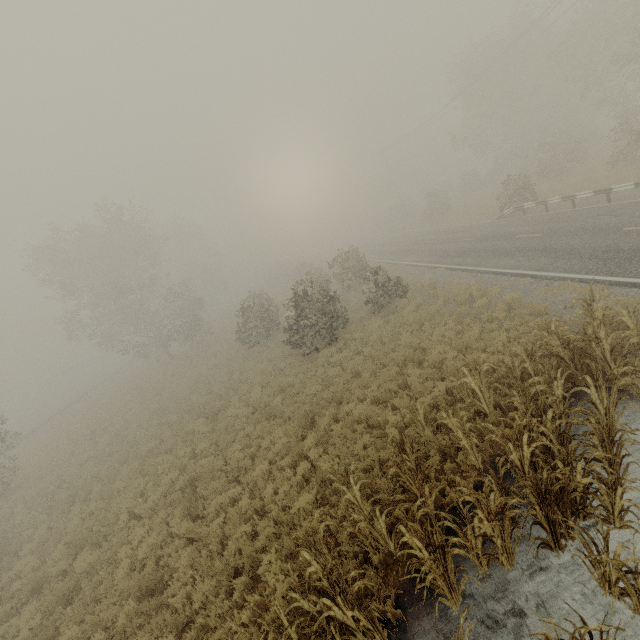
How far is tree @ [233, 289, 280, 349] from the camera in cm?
2447

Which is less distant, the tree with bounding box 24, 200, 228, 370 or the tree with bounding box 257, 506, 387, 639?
the tree with bounding box 257, 506, 387, 639

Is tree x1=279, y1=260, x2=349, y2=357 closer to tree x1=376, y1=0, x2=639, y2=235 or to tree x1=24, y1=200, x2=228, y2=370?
tree x1=376, y1=0, x2=639, y2=235

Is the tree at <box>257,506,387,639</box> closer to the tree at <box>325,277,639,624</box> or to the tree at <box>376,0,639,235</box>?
the tree at <box>325,277,639,624</box>

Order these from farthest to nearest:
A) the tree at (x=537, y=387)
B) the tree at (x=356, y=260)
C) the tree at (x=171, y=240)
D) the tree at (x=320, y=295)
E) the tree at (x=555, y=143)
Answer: the tree at (x=171, y=240)
the tree at (x=555, y=143)
the tree at (x=356, y=260)
the tree at (x=320, y=295)
the tree at (x=537, y=387)

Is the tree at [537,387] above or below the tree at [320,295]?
below

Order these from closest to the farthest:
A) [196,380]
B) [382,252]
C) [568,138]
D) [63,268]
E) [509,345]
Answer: [509,345], [196,380], [568,138], [63,268], [382,252]

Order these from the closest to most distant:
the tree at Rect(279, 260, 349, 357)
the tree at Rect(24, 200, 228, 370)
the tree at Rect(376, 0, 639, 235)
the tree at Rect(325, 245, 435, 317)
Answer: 1. the tree at Rect(279, 260, 349, 357)
2. the tree at Rect(325, 245, 435, 317)
3. the tree at Rect(376, 0, 639, 235)
4. the tree at Rect(24, 200, 228, 370)
